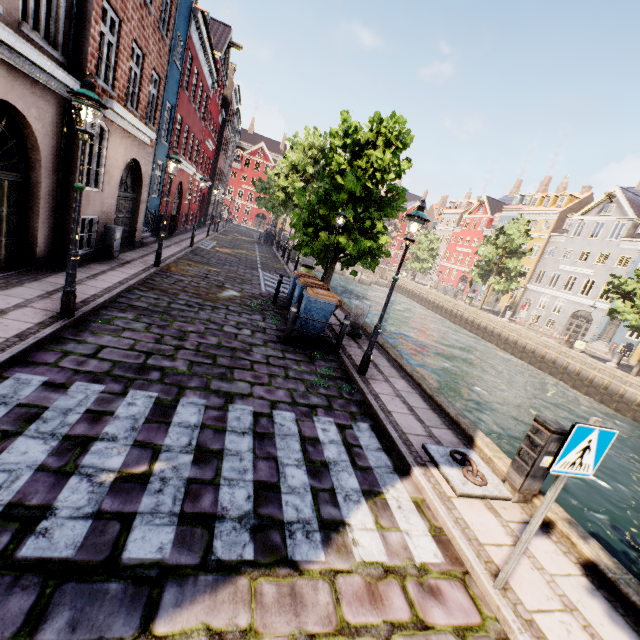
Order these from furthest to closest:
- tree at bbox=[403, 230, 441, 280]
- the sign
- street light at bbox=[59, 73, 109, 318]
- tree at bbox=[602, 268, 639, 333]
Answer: tree at bbox=[403, 230, 441, 280] < tree at bbox=[602, 268, 639, 333] < street light at bbox=[59, 73, 109, 318] < the sign

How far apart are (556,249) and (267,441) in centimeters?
4758cm

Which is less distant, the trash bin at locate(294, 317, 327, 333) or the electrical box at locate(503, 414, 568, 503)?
the electrical box at locate(503, 414, 568, 503)

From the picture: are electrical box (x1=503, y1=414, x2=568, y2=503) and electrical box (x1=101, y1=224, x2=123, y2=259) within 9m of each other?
no

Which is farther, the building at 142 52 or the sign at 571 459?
the building at 142 52

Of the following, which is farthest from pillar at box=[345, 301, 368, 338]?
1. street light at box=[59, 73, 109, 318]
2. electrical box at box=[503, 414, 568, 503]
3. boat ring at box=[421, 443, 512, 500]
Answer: electrical box at box=[503, 414, 568, 503]

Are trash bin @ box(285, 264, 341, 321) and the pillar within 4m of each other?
yes

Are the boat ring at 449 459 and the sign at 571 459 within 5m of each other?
yes
